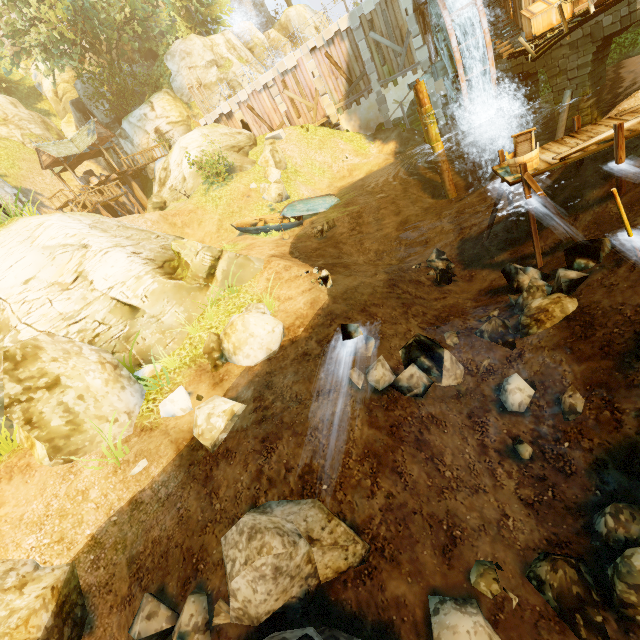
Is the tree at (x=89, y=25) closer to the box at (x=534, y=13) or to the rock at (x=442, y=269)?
the rock at (x=442, y=269)

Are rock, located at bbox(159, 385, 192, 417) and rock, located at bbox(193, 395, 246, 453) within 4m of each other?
yes

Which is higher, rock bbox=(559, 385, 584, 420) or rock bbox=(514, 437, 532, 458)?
rock bbox=(559, 385, 584, 420)

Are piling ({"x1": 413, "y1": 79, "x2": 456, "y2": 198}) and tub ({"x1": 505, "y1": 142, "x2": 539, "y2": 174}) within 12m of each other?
yes

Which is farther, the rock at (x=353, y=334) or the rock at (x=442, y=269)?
the rock at (x=442, y=269)

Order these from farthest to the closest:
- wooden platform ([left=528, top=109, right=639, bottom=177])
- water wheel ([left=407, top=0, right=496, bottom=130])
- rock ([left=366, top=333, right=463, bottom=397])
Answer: water wheel ([left=407, top=0, right=496, bottom=130]) → wooden platform ([left=528, top=109, right=639, bottom=177]) → rock ([left=366, top=333, right=463, bottom=397])

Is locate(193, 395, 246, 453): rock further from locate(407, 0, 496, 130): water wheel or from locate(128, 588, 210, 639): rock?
locate(407, 0, 496, 130): water wheel

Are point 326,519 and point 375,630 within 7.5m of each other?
yes
